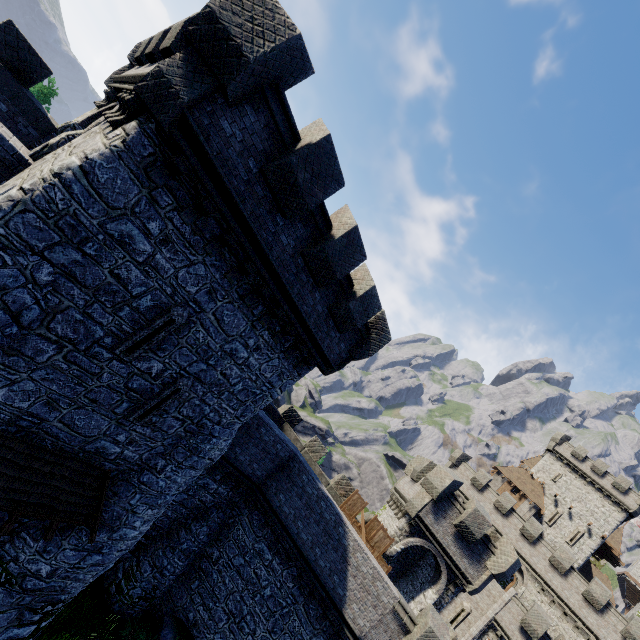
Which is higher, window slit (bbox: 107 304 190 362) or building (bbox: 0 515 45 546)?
window slit (bbox: 107 304 190 362)

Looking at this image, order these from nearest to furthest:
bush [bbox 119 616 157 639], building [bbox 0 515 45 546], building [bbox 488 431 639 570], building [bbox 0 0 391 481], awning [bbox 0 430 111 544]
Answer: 1. building [bbox 0 0 391 481]
2. awning [bbox 0 430 111 544]
3. building [bbox 0 515 45 546]
4. bush [bbox 119 616 157 639]
5. building [bbox 488 431 639 570]

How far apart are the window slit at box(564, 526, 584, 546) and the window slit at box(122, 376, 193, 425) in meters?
52.8

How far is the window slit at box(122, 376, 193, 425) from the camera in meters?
9.8

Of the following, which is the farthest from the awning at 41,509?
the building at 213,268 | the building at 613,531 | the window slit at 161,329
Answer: the building at 613,531

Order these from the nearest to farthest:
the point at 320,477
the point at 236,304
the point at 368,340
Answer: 1. the point at 236,304
2. the point at 368,340
3. the point at 320,477

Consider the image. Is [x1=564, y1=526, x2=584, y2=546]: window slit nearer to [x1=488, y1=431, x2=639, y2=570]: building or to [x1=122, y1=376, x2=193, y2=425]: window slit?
[x1=488, y1=431, x2=639, y2=570]: building

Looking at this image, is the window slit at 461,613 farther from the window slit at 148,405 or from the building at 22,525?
the window slit at 148,405
